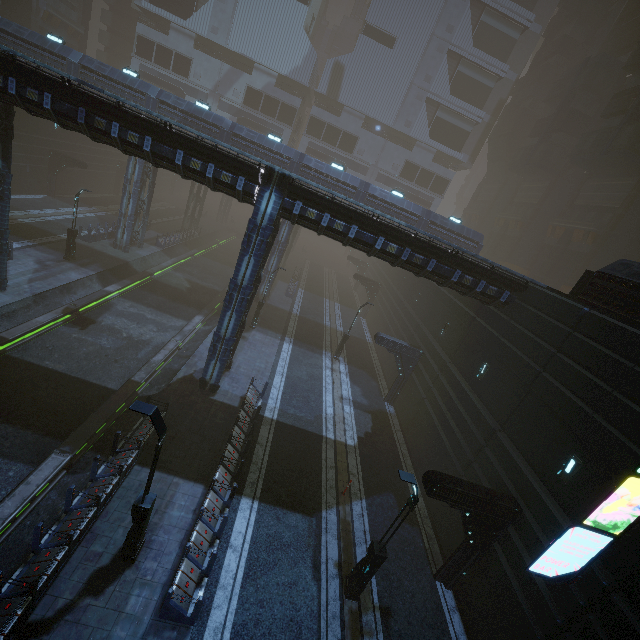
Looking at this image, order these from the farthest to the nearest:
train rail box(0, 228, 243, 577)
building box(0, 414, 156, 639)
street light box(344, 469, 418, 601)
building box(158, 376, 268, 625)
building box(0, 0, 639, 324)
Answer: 1. building box(0, 0, 639, 324)
2. train rail box(0, 228, 243, 577)
3. street light box(344, 469, 418, 601)
4. building box(158, 376, 268, 625)
5. building box(0, 414, 156, 639)

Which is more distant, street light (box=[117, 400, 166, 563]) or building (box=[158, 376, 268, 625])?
→ building (box=[158, 376, 268, 625])

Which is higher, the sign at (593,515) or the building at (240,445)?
the sign at (593,515)

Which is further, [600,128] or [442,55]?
[442,55]

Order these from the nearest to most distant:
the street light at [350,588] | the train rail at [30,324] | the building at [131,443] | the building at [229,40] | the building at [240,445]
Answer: the building at [131,443], the building at [240,445], the street light at [350,588], the train rail at [30,324], the building at [229,40]

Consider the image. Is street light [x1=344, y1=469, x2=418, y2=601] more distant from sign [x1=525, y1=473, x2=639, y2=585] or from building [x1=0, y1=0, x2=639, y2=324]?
sign [x1=525, y1=473, x2=639, y2=585]

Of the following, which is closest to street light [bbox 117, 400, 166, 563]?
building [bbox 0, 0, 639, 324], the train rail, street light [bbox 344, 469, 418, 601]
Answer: building [bbox 0, 0, 639, 324]

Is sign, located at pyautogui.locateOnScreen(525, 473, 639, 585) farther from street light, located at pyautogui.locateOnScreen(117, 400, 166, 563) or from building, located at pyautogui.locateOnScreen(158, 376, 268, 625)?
street light, located at pyautogui.locateOnScreen(117, 400, 166, 563)
